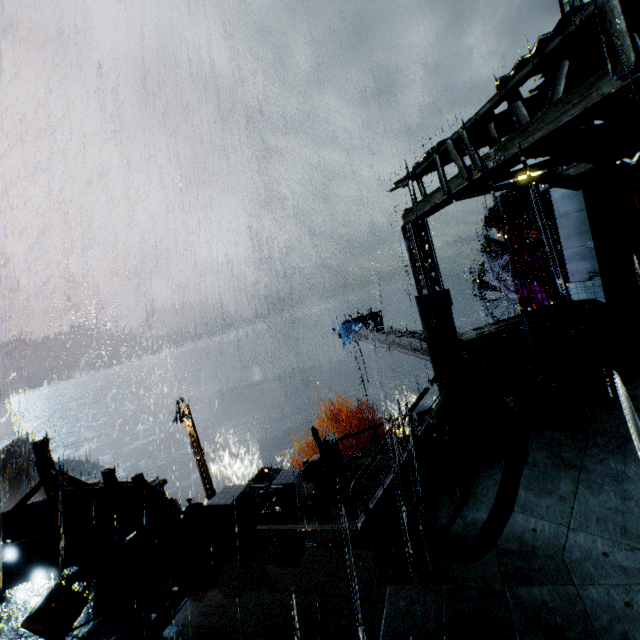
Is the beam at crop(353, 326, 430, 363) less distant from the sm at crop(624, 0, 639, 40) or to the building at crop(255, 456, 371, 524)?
the building at crop(255, 456, 371, 524)

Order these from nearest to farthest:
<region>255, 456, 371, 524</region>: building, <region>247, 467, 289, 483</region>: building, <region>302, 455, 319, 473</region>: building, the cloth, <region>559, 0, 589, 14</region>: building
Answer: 1. <region>255, 456, 371, 524</region>: building
2. <region>302, 455, 319, 473</region>: building
3. the cloth
4. <region>247, 467, 289, 483</region>: building
5. <region>559, 0, 589, 14</region>: building

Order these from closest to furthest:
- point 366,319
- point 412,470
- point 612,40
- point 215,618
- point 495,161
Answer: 1. point 612,40
2. point 215,618
3. point 495,161
4. point 412,470
5. point 366,319

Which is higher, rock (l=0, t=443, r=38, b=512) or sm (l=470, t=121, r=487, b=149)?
sm (l=470, t=121, r=487, b=149)

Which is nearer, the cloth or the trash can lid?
the trash can lid

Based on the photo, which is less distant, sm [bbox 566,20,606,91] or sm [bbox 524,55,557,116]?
sm [bbox 566,20,606,91]

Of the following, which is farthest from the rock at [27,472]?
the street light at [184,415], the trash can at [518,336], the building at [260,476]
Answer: the trash can at [518,336]

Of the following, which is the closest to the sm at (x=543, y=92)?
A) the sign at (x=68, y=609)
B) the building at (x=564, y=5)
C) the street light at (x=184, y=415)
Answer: the sign at (x=68, y=609)
